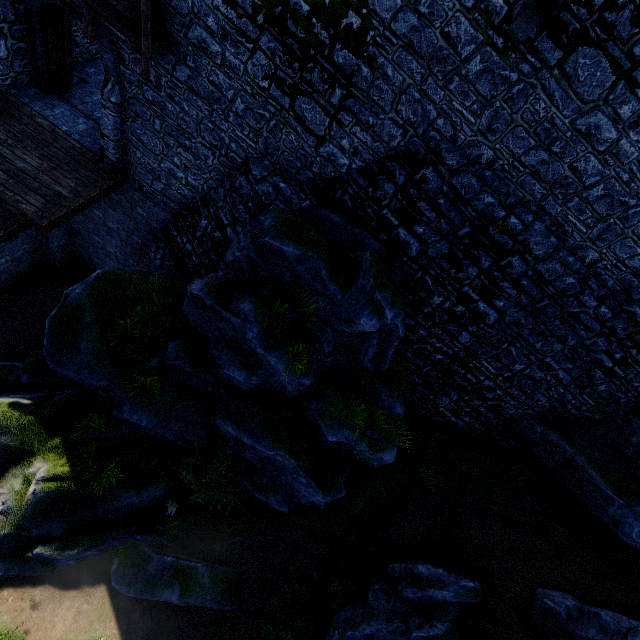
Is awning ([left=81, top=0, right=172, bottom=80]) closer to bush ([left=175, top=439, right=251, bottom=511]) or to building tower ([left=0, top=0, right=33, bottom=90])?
building tower ([left=0, top=0, right=33, bottom=90])

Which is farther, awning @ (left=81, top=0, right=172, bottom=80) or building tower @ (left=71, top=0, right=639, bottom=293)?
awning @ (left=81, top=0, right=172, bottom=80)

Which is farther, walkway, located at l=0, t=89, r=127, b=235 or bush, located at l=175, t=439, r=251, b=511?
bush, located at l=175, t=439, r=251, b=511

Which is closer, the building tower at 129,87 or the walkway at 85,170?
the building tower at 129,87

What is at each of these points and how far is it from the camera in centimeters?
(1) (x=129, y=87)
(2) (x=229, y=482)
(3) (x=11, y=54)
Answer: (1) building tower, 798cm
(2) bush, 936cm
(3) building tower, 859cm

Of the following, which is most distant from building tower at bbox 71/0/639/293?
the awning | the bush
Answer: the bush

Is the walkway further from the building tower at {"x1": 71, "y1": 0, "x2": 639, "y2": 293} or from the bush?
the bush

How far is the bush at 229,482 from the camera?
8.9m
